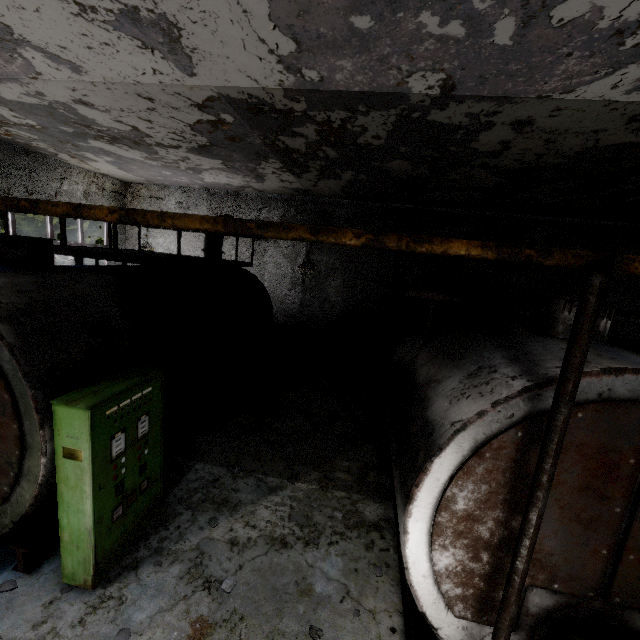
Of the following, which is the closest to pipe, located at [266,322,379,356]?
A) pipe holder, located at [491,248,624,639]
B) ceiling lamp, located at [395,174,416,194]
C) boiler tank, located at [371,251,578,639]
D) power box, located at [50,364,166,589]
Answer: boiler tank, located at [371,251,578,639]

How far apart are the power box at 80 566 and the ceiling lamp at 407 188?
7.6 meters

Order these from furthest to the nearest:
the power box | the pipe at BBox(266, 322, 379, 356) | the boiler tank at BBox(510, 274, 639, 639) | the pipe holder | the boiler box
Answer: the pipe at BBox(266, 322, 379, 356) → the boiler box → the power box → the boiler tank at BBox(510, 274, 639, 639) → the pipe holder

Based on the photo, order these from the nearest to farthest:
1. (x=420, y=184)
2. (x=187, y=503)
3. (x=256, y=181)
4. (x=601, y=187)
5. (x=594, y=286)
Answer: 1. (x=594, y=286)
2. (x=187, y=503)
3. (x=601, y=187)
4. (x=420, y=184)
5. (x=256, y=181)

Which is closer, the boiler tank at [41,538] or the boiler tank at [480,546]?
the boiler tank at [480,546]

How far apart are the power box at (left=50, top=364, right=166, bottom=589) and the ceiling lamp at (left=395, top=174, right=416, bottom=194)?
7.6 meters

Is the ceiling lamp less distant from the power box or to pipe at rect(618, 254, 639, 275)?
the power box

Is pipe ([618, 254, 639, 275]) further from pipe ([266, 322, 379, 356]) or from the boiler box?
the boiler box
